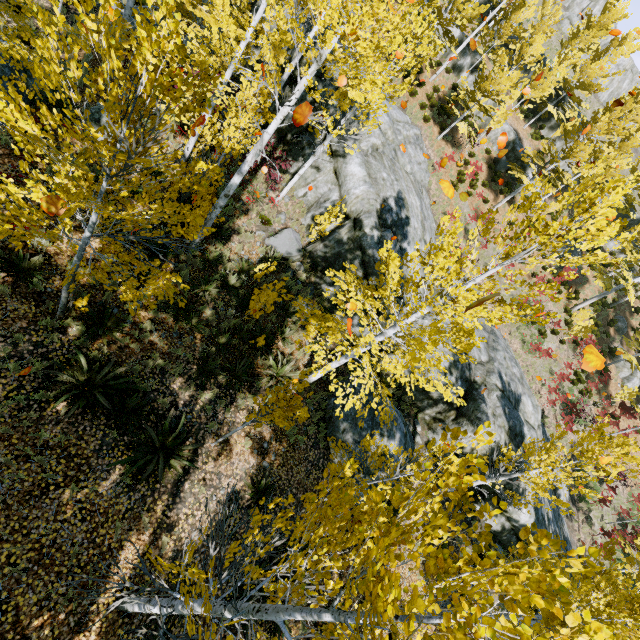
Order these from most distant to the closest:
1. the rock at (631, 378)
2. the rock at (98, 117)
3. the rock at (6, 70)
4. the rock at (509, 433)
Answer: the rock at (631, 378) → the rock at (509, 433) → the rock at (98, 117) → the rock at (6, 70)

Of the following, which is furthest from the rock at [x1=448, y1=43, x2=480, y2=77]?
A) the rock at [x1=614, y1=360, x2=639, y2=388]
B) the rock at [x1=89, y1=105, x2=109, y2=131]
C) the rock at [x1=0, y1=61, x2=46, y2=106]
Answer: the rock at [x1=0, y1=61, x2=46, y2=106]

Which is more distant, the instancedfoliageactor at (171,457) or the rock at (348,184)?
the rock at (348,184)

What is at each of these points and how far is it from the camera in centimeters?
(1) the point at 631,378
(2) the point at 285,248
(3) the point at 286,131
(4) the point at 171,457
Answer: (1) rock, 2591cm
(2) rock, 1270cm
(3) rock, 1449cm
(4) instancedfoliageactor, 718cm

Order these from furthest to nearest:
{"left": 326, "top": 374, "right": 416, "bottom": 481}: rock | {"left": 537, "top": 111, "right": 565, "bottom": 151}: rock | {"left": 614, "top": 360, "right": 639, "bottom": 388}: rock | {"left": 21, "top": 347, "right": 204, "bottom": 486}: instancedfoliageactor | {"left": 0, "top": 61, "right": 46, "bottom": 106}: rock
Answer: {"left": 537, "top": 111, "right": 565, "bottom": 151}: rock < {"left": 614, "top": 360, "right": 639, "bottom": 388}: rock < {"left": 326, "top": 374, "right": 416, "bottom": 481}: rock < {"left": 0, "top": 61, "right": 46, "bottom": 106}: rock < {"left": 21, "top": 347, "right": 204, "bottom": 486}: instancedfoliageactor

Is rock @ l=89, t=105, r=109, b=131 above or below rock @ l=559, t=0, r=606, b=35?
below

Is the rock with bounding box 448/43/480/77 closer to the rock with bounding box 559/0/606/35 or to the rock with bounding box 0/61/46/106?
the rock with bounding box 559/0/606/35

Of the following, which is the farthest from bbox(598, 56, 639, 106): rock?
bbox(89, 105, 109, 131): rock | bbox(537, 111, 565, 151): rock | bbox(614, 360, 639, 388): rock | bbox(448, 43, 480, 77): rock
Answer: bbox(614, 360, 639, 388): rock
